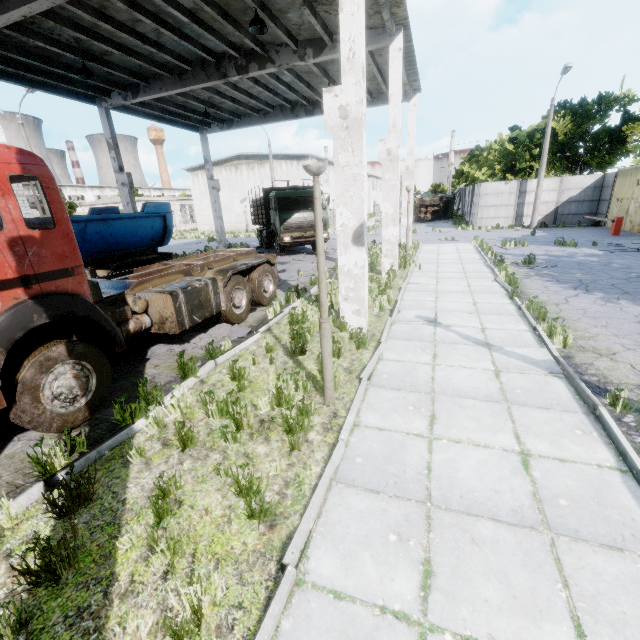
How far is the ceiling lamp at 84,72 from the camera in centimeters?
1088cm

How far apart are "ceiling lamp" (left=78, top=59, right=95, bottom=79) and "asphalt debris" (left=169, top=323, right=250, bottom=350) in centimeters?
1039cm

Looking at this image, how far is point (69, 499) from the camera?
3.2 meters

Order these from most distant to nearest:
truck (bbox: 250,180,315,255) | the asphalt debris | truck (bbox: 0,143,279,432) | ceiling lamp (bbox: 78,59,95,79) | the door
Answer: the door < truck (bbox: 250,180,315,255) < ceiling lamp (bbox: 78,59,95,79) < the asphalt debris < truck (bbox: 0,143,279,432)

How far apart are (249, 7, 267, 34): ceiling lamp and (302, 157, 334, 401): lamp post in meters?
7.8

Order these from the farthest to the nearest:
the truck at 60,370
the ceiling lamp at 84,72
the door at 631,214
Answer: the door at 631,214, the ceiling lamp at 84,72, the truck at 60,370

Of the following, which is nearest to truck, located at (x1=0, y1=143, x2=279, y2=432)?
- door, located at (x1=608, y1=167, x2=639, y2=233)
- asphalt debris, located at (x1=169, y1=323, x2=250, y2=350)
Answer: asphalt debris, located at (x1=169, y1=323, x2=250, y2=350)

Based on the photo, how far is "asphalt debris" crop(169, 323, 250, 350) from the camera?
7.2m
